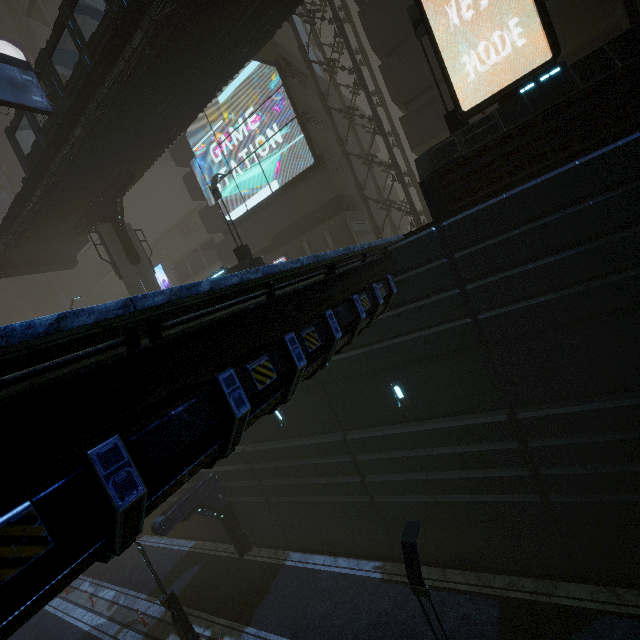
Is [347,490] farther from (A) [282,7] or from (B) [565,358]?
(A) [282,7]

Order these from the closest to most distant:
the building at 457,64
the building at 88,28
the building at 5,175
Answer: the building at 457,64, the building at 88,28, the building at 5,175

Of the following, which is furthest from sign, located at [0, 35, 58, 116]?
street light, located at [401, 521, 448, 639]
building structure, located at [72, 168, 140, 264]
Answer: street light, located at [401, 521, 448, 639]

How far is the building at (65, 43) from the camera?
34.4m

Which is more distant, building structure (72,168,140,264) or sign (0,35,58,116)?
building structure (72,168,140,264)

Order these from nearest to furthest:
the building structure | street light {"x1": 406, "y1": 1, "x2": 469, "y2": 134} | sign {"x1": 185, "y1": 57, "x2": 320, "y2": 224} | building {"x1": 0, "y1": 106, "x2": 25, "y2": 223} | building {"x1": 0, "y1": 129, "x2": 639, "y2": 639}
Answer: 1. building {"x1": 0, "y1": 129, "x2": 639, "y2": 639}
2. street light {"x1": 406, "y1": 1, "x2": 469, "y2": 134}
3. the building structure
4. sign {"x1": 185, "y1": 57, "x2": 320, "y2": 224}
5. building {"x1": 0, "y1": 106, "x2": 25, "y2": 223}

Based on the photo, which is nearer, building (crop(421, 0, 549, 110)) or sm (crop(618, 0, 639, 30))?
sm (crop(618, 0, 639, 30))

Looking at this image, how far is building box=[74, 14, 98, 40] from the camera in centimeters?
3291cm
